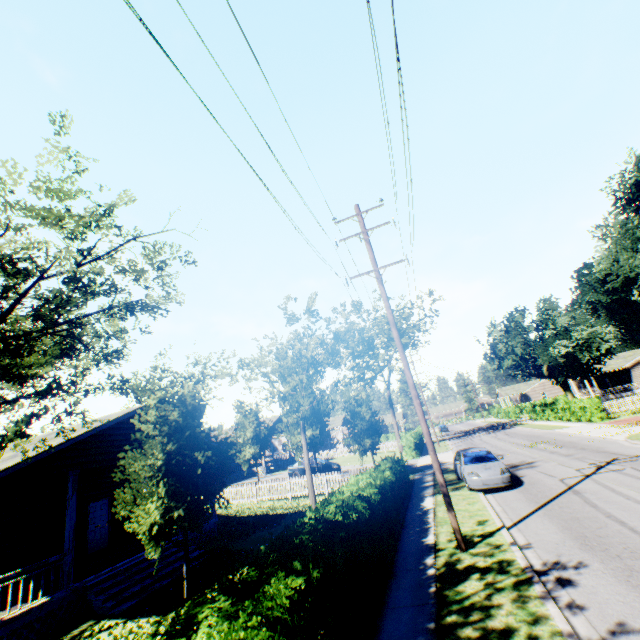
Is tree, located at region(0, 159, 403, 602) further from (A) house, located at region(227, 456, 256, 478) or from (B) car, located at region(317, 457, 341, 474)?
(A) house, located at region(227, 456, 256, 478)

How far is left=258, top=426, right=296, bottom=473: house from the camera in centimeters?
3725cm

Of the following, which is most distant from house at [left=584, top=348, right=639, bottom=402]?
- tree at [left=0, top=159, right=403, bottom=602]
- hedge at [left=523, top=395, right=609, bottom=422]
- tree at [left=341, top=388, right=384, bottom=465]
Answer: tree at [left=0, top=159, right=403, bottom=602]

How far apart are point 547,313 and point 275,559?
45.9m

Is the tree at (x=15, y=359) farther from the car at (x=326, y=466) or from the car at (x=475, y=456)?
the car at (x=326, y=466)

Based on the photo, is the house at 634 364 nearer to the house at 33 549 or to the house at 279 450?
the house at 279 450

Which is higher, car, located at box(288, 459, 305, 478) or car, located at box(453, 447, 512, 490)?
car, located at box(288, 459, 305, 478)

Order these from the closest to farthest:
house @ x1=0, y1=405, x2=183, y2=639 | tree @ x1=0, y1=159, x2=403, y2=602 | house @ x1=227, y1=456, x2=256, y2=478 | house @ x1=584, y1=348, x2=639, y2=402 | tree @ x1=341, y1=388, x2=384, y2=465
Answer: tree @ x1=0, y1=159, x2=403, y2=602
house @ x1=0, y1=405, x2=183, y2=639
tree @ x1=341, y1=388, x2=384, y2=465
house @ x1=227, y1=456, x2=256, y2=478
house @ x1=584, y1=348, x2=639, y2=402
